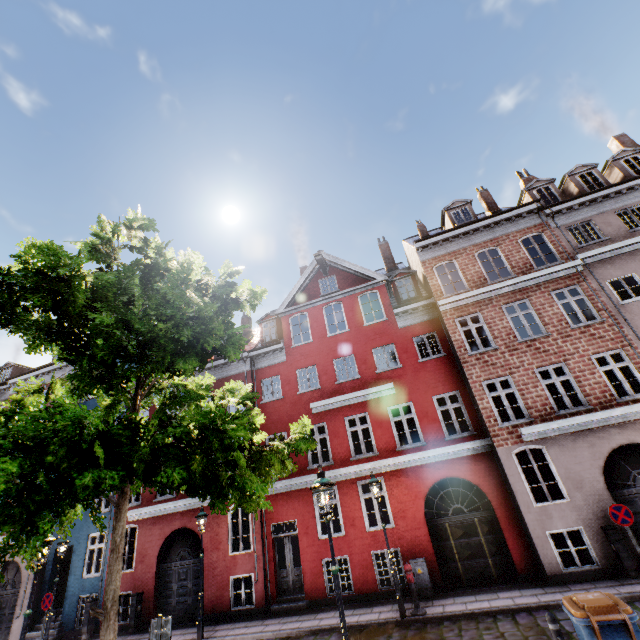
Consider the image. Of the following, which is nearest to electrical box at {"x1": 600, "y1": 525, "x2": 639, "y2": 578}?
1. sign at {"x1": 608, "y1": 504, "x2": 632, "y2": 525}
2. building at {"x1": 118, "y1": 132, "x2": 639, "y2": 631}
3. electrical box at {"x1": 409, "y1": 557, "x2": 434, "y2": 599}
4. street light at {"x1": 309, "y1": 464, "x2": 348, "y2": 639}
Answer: building at {"x1": 118, "y1": 132, "x2": 639, "y2": 631}

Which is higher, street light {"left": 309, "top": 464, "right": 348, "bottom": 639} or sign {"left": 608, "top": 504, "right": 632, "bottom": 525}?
street light {"left": 309, "top": 464, "right": 348, "bottom": 639}

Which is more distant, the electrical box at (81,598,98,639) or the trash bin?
the electrical box at (81,598,98,639)

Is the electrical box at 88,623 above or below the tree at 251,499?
below

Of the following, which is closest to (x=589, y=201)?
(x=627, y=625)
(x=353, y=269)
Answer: (x=353, y=269)

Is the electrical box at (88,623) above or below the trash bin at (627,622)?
below

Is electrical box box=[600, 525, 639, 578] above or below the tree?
below

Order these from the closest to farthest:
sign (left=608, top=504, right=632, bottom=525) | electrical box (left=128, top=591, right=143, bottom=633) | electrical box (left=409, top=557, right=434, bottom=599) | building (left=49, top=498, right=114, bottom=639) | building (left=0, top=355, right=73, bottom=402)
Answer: sign (left=608, top=504, right=632, bottom=525) → electrical box (left=409, top=557, right=434, bottom=599) → electrical box (left=128, top=591, right=143, bottom=633) → building (left=49, top=498, right=114, bottom=639) → building (left=0, top=355, right=73, bottom=402)
